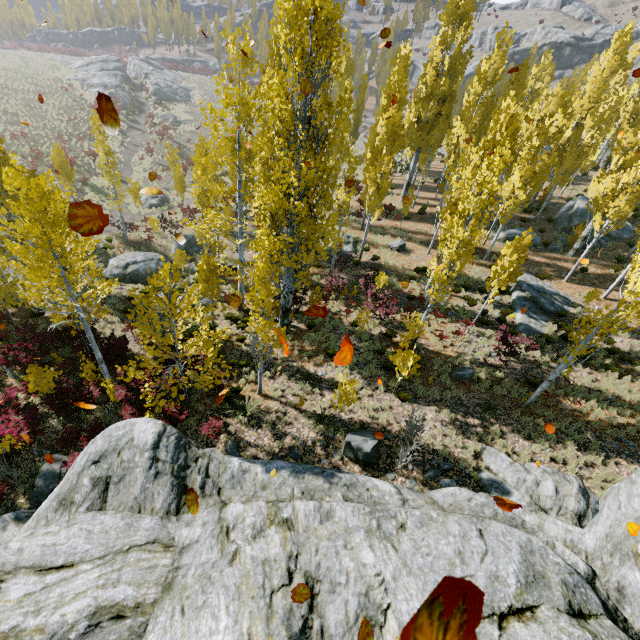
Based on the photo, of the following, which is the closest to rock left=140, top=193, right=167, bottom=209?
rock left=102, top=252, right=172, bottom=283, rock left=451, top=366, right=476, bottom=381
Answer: rock left=102, top=252, right=172, bottom=283

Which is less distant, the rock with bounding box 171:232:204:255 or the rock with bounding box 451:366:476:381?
the rock with bounding box 451:366:476:381

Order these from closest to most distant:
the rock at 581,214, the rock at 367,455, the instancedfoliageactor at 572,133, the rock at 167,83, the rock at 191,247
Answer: the instancedfoliageactor at 572,133, the rock at 367,455, the rock at 191,247, the rock at 581,214, the rock at 167,83

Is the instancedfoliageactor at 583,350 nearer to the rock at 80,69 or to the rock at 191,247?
the rock at 191,247

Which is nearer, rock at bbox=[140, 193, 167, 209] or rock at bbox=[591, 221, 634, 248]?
rock at bbox=[591, 221, 634, 248]

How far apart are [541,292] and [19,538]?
25.30m

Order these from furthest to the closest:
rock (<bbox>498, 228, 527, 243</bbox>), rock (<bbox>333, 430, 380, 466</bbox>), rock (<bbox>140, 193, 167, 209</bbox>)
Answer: rock (<bbox>140, 193, 167, 209</bbox>) → rock (<bbox>498, 228, 527, 243</bbox>) → rock (<bbox>333, 430, 380, 466</bbox>)

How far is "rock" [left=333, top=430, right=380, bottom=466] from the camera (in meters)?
11.11
